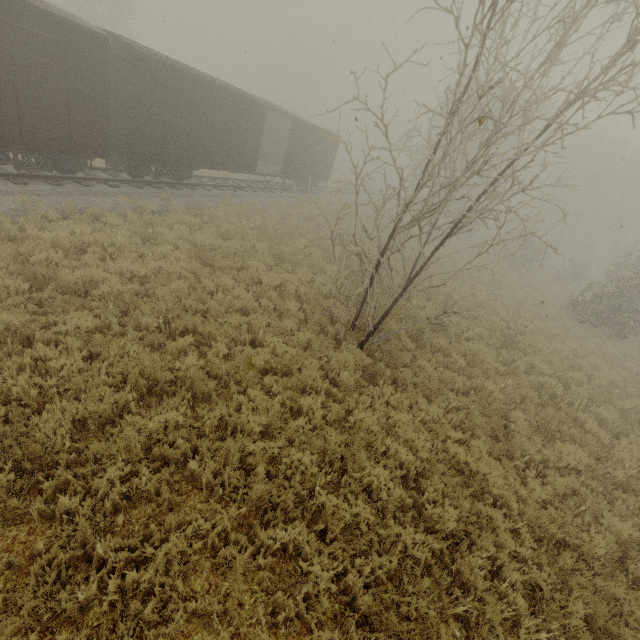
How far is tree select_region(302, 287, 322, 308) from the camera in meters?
10.1

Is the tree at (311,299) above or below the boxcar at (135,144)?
below

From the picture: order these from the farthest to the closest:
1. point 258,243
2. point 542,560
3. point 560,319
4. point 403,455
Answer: point 560,319, point 258,243, point 403,455, point 542,560

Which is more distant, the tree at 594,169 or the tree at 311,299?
the tree at 311,299

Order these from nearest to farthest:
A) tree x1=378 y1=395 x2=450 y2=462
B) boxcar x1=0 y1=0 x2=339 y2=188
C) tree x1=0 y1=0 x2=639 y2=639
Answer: tree x1=0 y1=0 x2=639 y2=639 < tree x1=378 y1=395 x2=450 y2=462 < boxcar x1=0 y1=0 x2=339 y2=188

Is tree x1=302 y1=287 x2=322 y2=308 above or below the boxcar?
below

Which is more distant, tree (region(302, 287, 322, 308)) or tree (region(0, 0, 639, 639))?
tree (region(302, 287, 322, 308))
